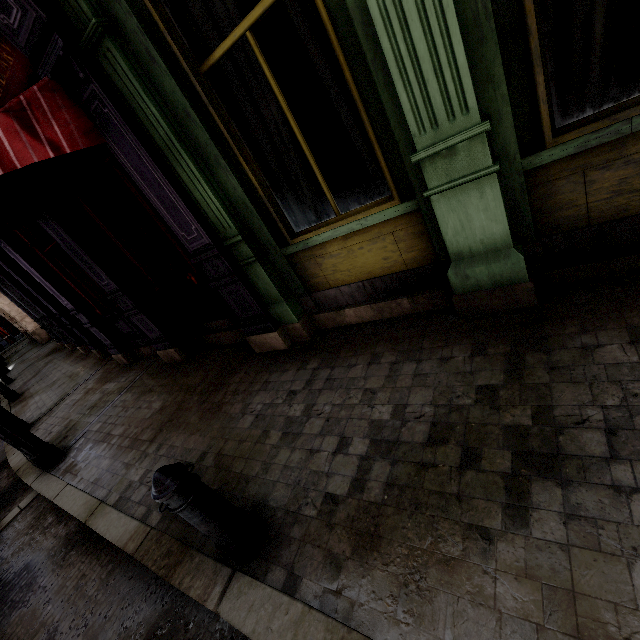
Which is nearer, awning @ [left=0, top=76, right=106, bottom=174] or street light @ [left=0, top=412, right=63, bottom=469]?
awning @ [left=0, top=76, right=106, bottom=174]

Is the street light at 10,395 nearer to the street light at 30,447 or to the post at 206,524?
the street light at 30,447

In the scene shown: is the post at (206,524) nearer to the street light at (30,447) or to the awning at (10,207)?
the awning at (10,207)

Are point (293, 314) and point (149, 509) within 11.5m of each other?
yes

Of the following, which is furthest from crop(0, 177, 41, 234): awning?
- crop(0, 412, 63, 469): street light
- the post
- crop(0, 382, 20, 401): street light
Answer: crop(0, 382, 20, 401): street light

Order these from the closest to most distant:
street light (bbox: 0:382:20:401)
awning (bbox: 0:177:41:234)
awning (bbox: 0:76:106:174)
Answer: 1. awning (bbox: 0:76:106:174)
2. awning (bbox: 0:177:41:234)
3. street light (bbox: 0:382:20:401)

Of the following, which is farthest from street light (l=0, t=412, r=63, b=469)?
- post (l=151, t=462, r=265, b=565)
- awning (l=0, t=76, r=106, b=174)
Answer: post (l=151, t=462, r=265, b=565)

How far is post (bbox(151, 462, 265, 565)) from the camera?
1.9 meters
